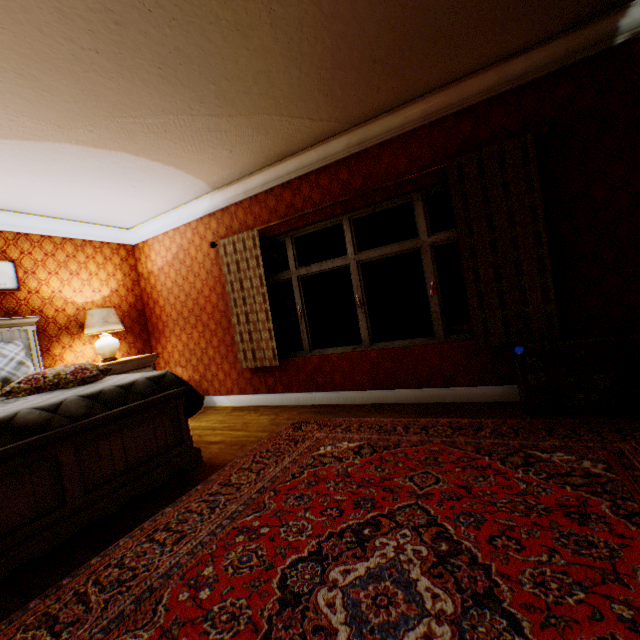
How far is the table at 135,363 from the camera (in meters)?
4.45

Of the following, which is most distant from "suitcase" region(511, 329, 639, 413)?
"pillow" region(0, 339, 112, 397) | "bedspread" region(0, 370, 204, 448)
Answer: "pillow" region(0, 339, 112, 397)

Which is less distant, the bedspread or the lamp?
the bedspread

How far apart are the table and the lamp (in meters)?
0.28

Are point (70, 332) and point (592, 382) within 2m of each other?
no

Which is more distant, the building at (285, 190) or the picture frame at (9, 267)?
the picture frame at (9, 267)

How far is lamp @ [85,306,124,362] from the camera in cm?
455

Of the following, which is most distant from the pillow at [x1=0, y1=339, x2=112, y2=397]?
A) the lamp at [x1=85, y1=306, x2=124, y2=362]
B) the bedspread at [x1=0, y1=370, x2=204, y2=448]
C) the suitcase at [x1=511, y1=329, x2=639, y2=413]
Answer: the suitcase at [x1=511, y1=329, x2=639, y2=413]
